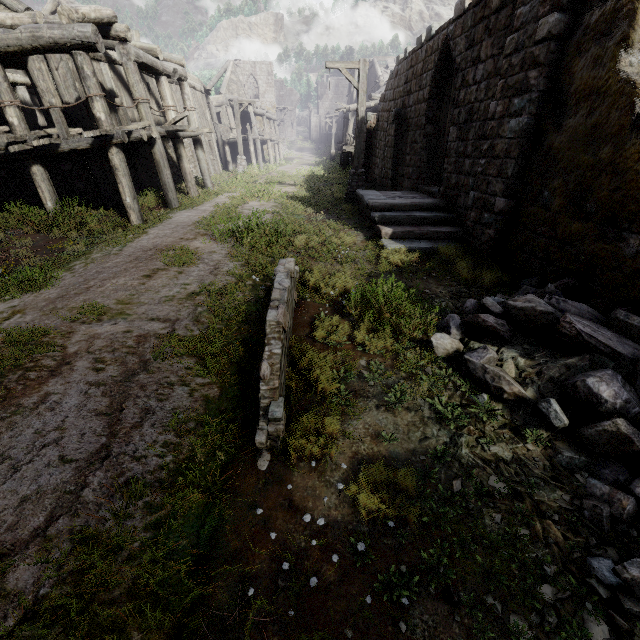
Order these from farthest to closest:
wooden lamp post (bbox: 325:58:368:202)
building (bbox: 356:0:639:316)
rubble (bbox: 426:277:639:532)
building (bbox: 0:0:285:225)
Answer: wooden lamp post (bbox: 325:58:368:202)
building (bbox: 0:0:285:225)
building (bbox: 356:0:639:316)
rubble (bbox: 426:277:639:532)

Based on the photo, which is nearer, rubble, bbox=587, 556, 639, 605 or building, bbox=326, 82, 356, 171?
rubble, bbox=587, 556, 639, 605

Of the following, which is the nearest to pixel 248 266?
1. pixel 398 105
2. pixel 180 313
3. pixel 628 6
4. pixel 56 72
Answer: pixel 180 313

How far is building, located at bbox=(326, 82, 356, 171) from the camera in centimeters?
2353cm

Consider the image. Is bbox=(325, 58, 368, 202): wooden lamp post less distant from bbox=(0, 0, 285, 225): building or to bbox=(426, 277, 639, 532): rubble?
bbox=(0, 0, 285, 225): building

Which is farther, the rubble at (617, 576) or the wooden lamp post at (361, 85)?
the wooden lamp post at (361, 85)

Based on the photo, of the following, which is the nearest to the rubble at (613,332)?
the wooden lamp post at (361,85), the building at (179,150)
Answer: the building at (179,150)
